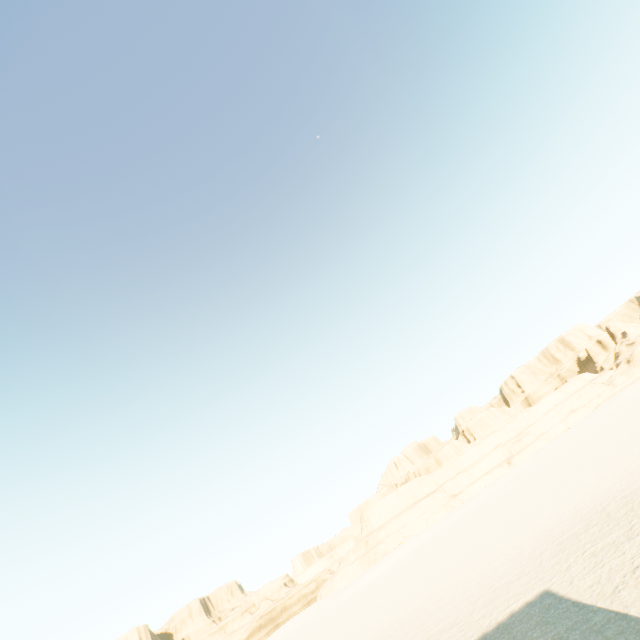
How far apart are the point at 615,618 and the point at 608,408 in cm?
6618
